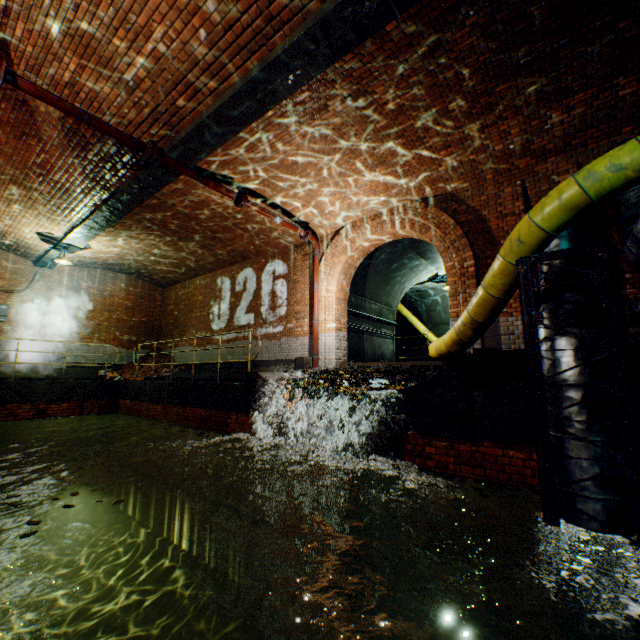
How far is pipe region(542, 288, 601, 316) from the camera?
3.3 meters

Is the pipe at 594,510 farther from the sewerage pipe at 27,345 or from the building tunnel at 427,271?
the sewerage pipe at 27,345

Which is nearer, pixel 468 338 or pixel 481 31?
pixel 481 31

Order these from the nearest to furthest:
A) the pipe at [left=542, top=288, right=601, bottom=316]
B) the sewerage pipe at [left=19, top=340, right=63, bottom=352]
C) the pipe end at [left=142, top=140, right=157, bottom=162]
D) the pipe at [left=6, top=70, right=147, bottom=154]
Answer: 1. the pipe at [left=542, top=288, right=601, bottom=316]
2. the pipe at [left=6, top=70, right=147, bottom=154]
3. the pipe end at [left=142, top=140, right=157, bottom=162]
4. the sewerage pipe at [left=19, top=340, right=63, bottom=352]

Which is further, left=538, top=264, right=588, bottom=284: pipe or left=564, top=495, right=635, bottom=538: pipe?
left=538, top=264, right=588, bottom=284: pipe

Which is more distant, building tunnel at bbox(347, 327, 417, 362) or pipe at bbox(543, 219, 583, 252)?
building tunnel at bbox(347, 327, 417, 362)

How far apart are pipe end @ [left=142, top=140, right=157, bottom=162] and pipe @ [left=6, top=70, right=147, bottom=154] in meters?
0.0

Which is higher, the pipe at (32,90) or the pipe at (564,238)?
the pipe at (32,90)
